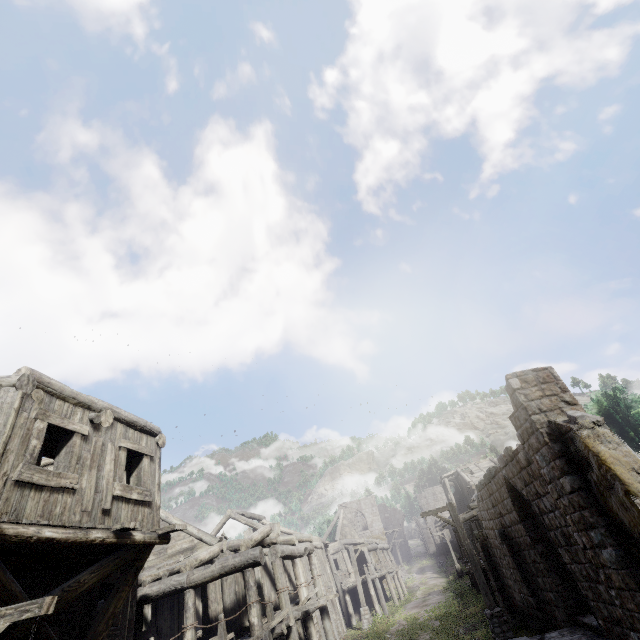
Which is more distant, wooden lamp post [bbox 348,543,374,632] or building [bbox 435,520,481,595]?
building [bbox 435,520,481,595]

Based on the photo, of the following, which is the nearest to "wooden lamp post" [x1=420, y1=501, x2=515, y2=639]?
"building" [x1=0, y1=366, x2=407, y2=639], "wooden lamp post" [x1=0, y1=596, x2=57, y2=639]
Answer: "building" [x1=0, y1=366, x2=407, y2=639]

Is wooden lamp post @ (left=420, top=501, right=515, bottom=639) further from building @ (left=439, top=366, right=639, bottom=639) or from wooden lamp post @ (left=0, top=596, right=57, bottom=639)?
wooden lamp post @ (left=0, top=596, right=57, bottom=639)

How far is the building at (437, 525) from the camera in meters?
22.6

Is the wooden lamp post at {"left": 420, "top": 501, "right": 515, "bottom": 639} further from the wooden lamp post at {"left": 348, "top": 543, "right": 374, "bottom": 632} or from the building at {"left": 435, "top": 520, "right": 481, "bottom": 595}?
the wooden lamp post at {"left": 348, "top": 543, "right": 374, "bottom": 632}

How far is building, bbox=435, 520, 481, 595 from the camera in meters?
22.6

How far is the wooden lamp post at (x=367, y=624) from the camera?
21.7m

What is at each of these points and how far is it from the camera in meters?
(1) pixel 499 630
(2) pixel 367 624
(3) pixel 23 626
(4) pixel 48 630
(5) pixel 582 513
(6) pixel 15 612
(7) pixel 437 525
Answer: (1) wooden lamp post, 11.4 m
(2) wooden lamp post, 21.7 m
(3) building, 6.1 m
(4) building, 6.8 m
(5) building, 7.4 m
(6) wooden lamp post, 4.4 m
(7) building, 56.7 m
